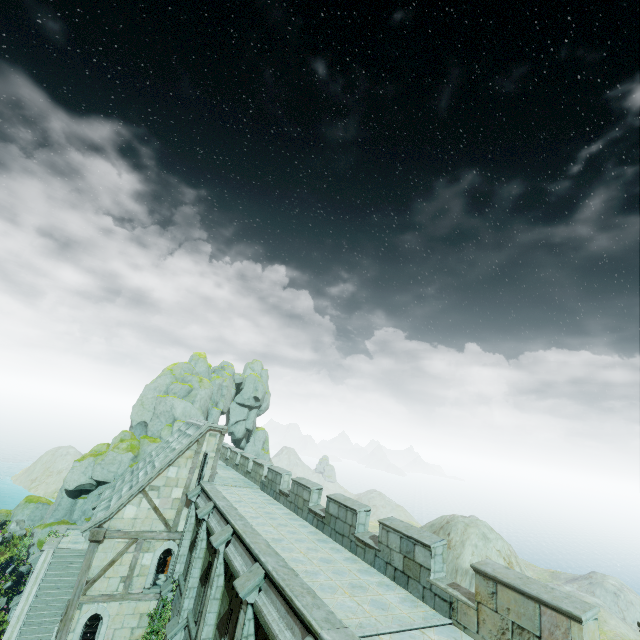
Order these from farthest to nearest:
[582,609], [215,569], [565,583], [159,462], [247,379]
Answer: [247,379], [565,583], [159,462], [215,569], [582,609]

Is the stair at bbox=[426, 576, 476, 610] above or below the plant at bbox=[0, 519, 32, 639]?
above

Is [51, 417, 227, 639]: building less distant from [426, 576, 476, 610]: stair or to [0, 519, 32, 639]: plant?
[0, 519, 32, 639]: plant

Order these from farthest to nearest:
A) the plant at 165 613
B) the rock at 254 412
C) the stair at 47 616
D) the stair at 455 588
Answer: the rock at 254 412
the stair at 47 616
the plant at 165 613
the stair at 455 588

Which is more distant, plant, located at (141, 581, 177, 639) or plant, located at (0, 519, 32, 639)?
plant, located at (0, 519, 32, 639)

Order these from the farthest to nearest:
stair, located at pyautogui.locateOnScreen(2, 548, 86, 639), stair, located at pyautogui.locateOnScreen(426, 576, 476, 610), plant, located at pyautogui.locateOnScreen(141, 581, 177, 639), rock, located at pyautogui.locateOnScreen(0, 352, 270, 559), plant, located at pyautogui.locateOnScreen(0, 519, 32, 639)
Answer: rock, located at pyautogui.locateOnScreen(0, 352, 270, 559)
plant, located at pyautogui.locateOnScreen(0, 519, 32, 639)
stair, located at pyautogui.locateOnScreen(2, 548, 86, 639)
plant, located at pyautogui.locateOnScreen(141, 581, 177, 639)
stair, located at pyautogui.locateOnScreen(426, 576, 476, 610)

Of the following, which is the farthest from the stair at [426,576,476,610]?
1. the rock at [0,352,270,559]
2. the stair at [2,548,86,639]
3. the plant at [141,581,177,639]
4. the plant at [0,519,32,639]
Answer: the plant at [0,519,32,639]

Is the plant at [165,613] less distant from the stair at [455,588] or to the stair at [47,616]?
the stair at [47,616]
